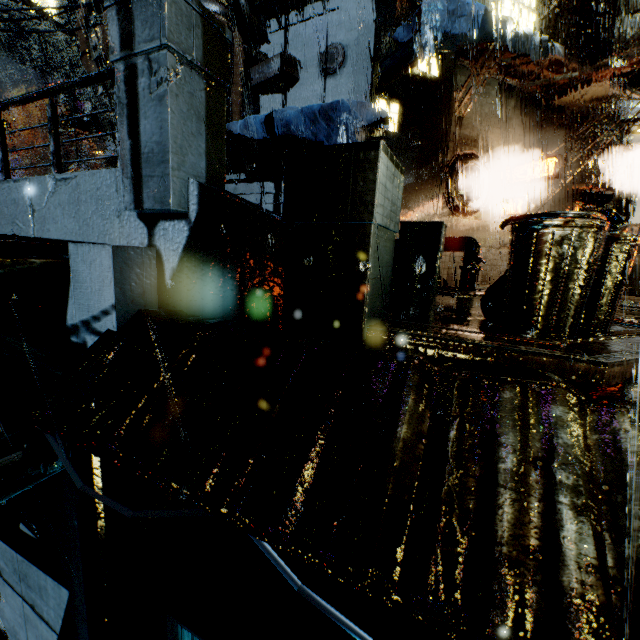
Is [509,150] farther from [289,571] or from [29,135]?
[29,135]

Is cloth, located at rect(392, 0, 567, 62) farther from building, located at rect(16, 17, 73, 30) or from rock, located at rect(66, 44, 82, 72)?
rock, located at rect(66, 44, 82, 72)

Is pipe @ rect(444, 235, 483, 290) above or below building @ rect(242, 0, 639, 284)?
below

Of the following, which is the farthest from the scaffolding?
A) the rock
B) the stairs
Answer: the rock

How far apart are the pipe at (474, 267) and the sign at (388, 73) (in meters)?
4.91

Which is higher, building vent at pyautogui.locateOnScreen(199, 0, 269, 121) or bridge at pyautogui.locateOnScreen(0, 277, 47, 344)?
building vent at pyautogui.locateOnScreen(199, 0, 269, 121)

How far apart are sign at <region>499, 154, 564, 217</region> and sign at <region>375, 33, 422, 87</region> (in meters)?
6.82

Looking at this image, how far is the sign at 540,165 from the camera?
12.5m
